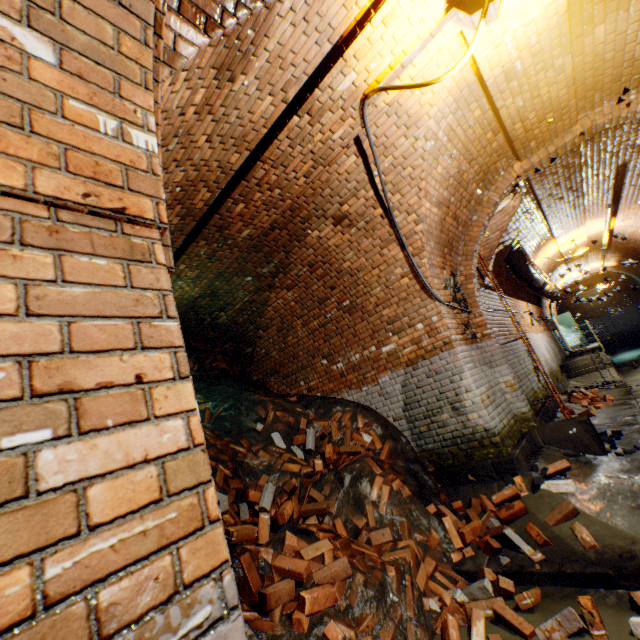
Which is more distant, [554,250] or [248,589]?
[554,250]

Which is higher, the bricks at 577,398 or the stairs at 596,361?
the stairs at 596,361

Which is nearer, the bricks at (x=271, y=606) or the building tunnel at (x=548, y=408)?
the bricks at (x=271, y=606)

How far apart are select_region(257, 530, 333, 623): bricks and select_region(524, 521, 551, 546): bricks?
1.44m

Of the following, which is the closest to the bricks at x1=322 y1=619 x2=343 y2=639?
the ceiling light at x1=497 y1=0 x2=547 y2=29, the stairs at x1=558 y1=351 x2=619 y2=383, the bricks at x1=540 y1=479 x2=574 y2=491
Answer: the bricks at x1=540 y1=479 x2=574 y2=491

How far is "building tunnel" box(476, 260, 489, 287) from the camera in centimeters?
715cm

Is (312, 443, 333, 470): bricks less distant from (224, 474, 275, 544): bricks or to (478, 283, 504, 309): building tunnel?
(478, 283, 504, 309): building tunnel

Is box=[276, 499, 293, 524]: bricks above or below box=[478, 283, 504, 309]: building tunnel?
below
